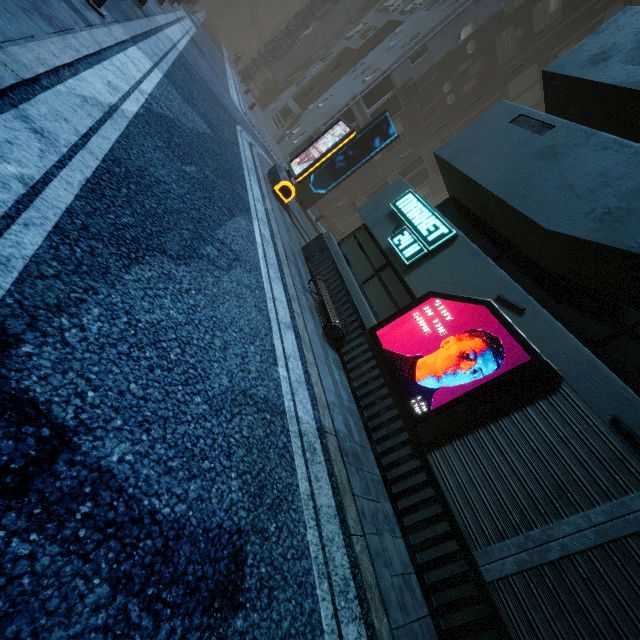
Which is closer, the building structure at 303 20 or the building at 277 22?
the building structure at 303 20

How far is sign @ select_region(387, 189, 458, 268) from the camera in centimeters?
688cm

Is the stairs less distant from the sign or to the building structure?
the building structure

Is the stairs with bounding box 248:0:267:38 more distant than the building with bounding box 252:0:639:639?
Yes

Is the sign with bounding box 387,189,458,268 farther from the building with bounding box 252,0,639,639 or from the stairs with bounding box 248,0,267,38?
the stairs with bounding box 248,0,267,38

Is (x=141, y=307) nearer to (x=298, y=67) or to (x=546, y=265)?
(x=546, y=265)

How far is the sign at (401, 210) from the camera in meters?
6.9

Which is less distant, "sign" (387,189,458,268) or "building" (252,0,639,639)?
"building" (252,0,639,639)
